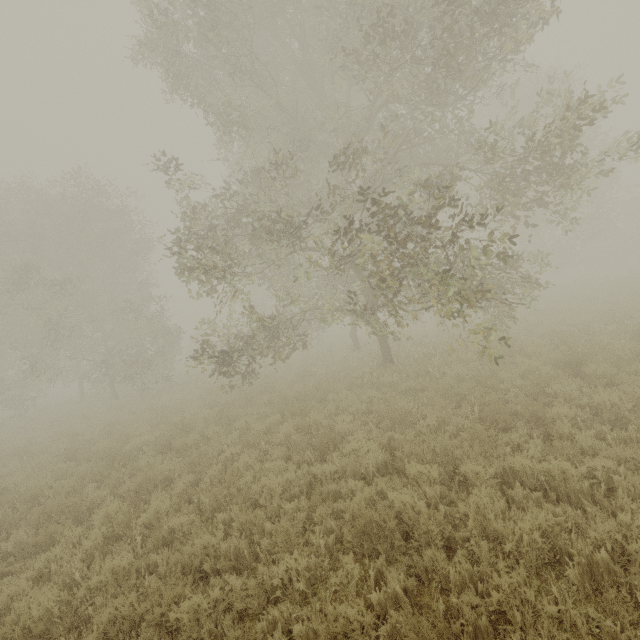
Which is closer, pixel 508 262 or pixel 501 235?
pixel 501 235
